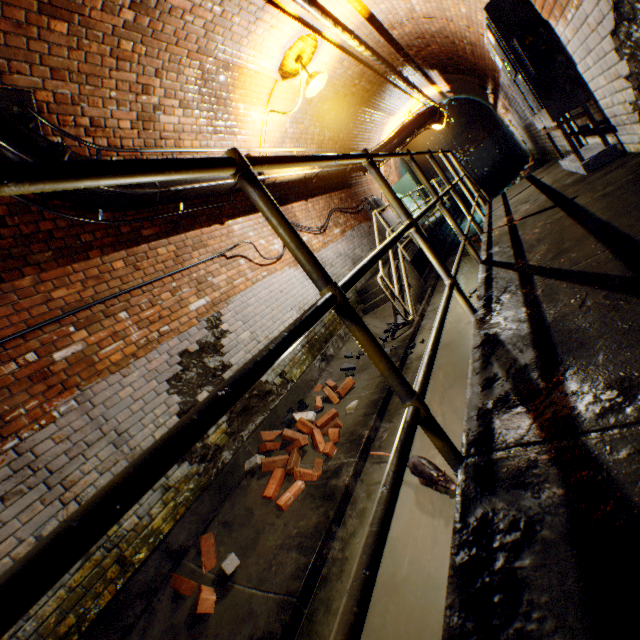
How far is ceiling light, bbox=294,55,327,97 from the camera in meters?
4.9

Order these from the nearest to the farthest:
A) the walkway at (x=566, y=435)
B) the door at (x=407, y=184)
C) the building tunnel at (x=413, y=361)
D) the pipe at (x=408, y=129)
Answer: the walkway at (x=566, y=435), the building tunnel at (x=413, y=361), the pipe at (x=408, y=129), the door at (x=407, y=184)

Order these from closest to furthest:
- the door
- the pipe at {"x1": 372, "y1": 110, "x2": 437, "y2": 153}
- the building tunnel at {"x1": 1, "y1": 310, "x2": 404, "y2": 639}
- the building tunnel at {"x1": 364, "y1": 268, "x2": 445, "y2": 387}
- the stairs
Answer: the building tunnel at {"x1": 1, "y1": 310, "x2": 404, "y2": 639}, the building tunnel at {"x1": 364, "y1": 268, "x2": 445, "y2": 387}, the stairs, the pipe at {"x1": 372, "y1": 110, "x2": 437, "y2": 153}, the door

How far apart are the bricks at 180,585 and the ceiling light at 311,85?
6.26m

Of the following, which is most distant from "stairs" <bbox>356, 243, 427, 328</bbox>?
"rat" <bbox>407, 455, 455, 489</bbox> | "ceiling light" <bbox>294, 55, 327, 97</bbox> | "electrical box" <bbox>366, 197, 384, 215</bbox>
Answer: "electrical box" <bbox>366, 197, 384, 215</bbox>

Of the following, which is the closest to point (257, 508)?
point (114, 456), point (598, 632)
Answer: point (114, 456)

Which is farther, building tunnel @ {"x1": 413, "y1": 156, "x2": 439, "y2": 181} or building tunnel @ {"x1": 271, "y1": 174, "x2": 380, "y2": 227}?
building tunnel @ {"x1": 413, "y1": 156, "x2": 439, "y2": 181}
